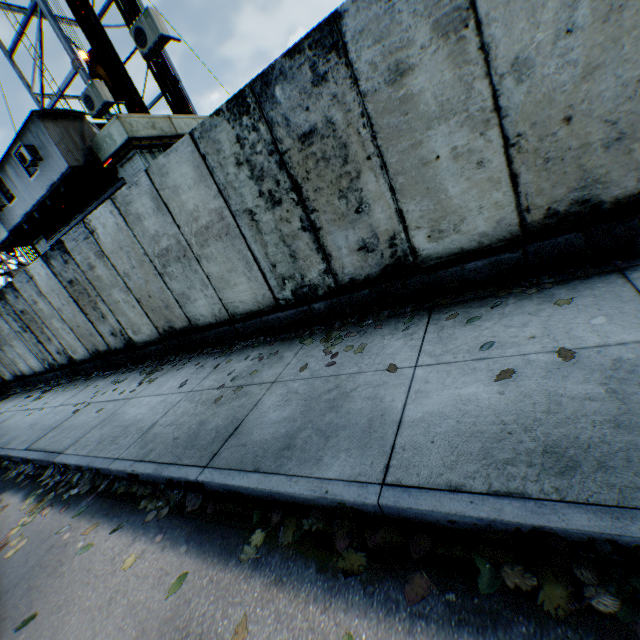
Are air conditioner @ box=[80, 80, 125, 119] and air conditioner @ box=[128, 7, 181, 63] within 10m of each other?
yes

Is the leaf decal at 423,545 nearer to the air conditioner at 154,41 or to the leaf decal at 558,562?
the leaf decal at 558,562

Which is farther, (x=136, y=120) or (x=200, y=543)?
(x=136, y=120)

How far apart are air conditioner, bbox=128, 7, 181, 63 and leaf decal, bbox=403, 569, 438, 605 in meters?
9.8 m

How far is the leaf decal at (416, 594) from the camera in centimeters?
171cm

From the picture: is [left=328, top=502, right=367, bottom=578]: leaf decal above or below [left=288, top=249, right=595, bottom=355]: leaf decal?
below

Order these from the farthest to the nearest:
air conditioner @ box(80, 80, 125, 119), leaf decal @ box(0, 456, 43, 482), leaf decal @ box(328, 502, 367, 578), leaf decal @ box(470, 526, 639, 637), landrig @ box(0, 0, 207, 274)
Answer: landrig @ box(0, 0, 207, 274)
air conditioner @ box(80, 80, 125, 119)
leaf decal @ box(0, 456, 43, 482)
leaf decal @ box(328, 502, 367, 578)
leaf decal @ box(470, 526, 639, 637)

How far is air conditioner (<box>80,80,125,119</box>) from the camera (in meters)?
8.70
